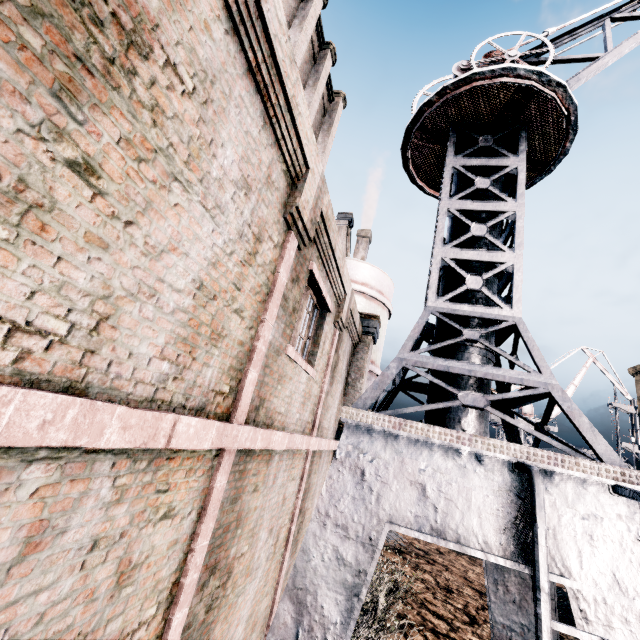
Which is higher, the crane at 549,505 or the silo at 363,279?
the silo at 363,279

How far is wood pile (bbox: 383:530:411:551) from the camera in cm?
2056

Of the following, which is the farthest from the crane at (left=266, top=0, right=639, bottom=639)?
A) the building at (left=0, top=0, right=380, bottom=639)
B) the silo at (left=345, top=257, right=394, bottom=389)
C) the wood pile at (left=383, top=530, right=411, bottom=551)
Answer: the wood pile at (left=383, top=530, right=411, bottom=551)

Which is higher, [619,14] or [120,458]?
[619,14]

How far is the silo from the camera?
15.20m

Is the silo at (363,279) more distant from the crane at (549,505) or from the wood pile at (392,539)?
the crane at (549,505)

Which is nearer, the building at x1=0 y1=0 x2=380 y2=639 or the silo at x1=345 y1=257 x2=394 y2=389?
the building at x1=0 y1=0 x2=380 y2=639

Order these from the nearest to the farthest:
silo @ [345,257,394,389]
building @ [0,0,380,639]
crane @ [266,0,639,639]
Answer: building @ [0,0,380,639] < crane @ [266,0,639,639] < silo @ [345,257,394,389]
